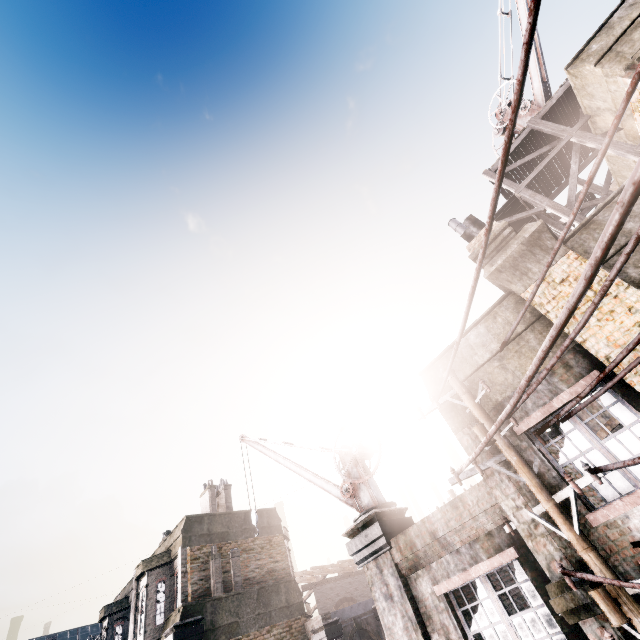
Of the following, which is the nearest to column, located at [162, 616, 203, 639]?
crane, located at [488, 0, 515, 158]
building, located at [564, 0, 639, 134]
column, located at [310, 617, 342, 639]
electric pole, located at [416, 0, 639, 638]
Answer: column, located at [310, 617, 342, 639]

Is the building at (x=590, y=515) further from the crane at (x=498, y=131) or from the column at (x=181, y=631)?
the column at (x=181, y=631)

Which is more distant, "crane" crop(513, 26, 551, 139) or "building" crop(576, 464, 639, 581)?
"crane" crop(513, 26, 551, 139)

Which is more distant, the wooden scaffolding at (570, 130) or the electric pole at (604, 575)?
the wooden scaffolding at (570, 130)

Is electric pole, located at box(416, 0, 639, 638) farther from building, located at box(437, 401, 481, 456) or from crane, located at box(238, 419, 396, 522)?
crane, located at box(238, 419, 396, 522)

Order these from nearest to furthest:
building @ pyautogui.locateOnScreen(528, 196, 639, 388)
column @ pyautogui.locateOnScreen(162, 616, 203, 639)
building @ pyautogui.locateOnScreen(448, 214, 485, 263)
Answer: building @ pyautogui.locateOnScreen(528, 196, 639, 388) → building @ pyautogui.locateOnScreen(448, 214, 485, 263) → column @ pyautogui.locateOnScreen(162, 616, 203, 639)

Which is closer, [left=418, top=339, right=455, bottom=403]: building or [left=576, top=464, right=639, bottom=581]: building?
[left=576, top=464, right=639, bottom=581]: building

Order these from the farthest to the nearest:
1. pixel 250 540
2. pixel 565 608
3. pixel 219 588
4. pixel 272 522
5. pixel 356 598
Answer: pixel 356 598
pixel 272 522
pixel 250 540
pixel 219 588
pixel 565 608
